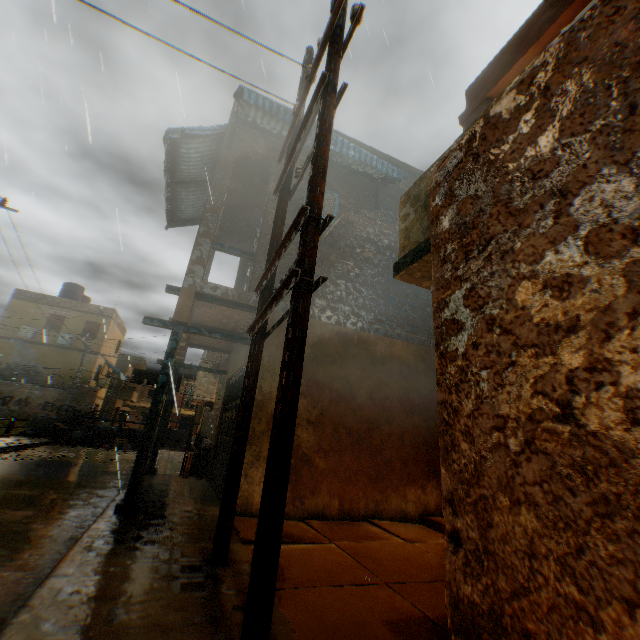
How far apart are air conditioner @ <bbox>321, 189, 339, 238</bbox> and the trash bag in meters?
6.9

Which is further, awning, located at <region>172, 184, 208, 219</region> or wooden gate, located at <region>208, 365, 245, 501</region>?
awning, located at <region>172, 184, 208, 219</region>

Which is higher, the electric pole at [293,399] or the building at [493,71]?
the building at [493,71]

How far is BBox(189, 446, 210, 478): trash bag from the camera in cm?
919

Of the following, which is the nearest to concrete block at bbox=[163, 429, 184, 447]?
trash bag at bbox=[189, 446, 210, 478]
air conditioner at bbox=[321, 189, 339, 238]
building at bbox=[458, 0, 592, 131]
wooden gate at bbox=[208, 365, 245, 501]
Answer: building at bbox=[458, 0, 592, 131]

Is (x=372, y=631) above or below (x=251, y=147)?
below

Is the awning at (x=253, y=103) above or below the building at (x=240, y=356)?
above

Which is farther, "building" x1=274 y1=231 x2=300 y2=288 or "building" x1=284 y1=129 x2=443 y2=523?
"building" x1=274 y1=231 x2=300 y2=288
